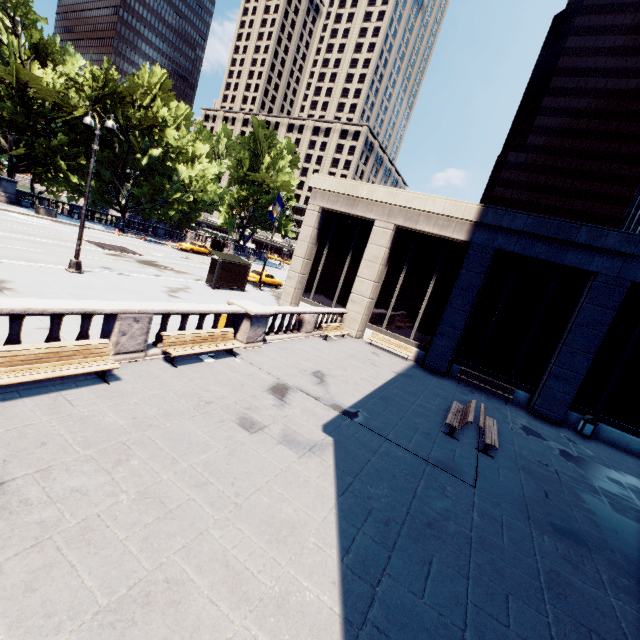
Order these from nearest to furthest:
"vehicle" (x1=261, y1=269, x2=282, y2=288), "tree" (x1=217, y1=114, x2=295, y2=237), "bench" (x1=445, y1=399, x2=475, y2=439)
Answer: "bench" (x1=445, y1=399, x2=475, y2=439)
"vehicle" (x1=261, y1=269, x2=282, y2=288)
"tree" (x1=217, y1=114, x2=295, y2=237)

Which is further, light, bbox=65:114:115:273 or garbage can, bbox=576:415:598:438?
Answer: garbage can, bbox=576:415:598:438

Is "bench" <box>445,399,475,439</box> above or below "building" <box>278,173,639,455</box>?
below

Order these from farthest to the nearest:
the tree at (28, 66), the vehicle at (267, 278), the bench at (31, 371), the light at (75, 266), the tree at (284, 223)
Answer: the tree at (284, 223) → the vehicle at (267, 278) → the tree at (28, 66) → the light at (75, 266) → the bench at (31, 371)

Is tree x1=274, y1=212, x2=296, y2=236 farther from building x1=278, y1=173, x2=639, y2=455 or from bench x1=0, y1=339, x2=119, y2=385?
bench x1=0, y1=339, x2=119, y2=385

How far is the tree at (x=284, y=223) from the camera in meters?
56.9 m

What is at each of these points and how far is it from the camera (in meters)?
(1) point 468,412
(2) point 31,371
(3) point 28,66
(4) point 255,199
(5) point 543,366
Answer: (1) bench, 11.59
(2) bench, 6.48
(3) tree, 30.53
(4) tree, 57.34
(5) building, 17.55

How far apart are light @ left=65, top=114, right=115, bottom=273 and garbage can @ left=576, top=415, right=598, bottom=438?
26.2m
